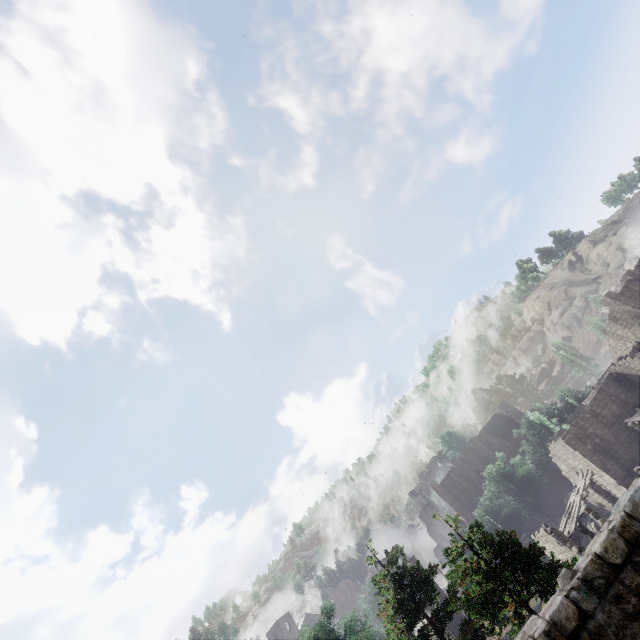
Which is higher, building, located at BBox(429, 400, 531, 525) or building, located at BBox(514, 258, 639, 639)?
building, located at BBox(429, 400, 531, 525)

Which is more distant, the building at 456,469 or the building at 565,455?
the building at 456,469

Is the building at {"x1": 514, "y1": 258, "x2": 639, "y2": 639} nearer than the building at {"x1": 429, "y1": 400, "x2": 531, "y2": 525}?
Yes

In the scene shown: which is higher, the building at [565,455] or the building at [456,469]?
the building at [456,469]

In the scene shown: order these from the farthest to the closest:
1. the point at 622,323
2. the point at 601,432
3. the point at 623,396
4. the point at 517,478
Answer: the point at 517,478
the point at 622,323
the point at 623,396
the point at 601,432

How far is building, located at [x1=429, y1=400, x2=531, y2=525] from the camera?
48.3 meters
